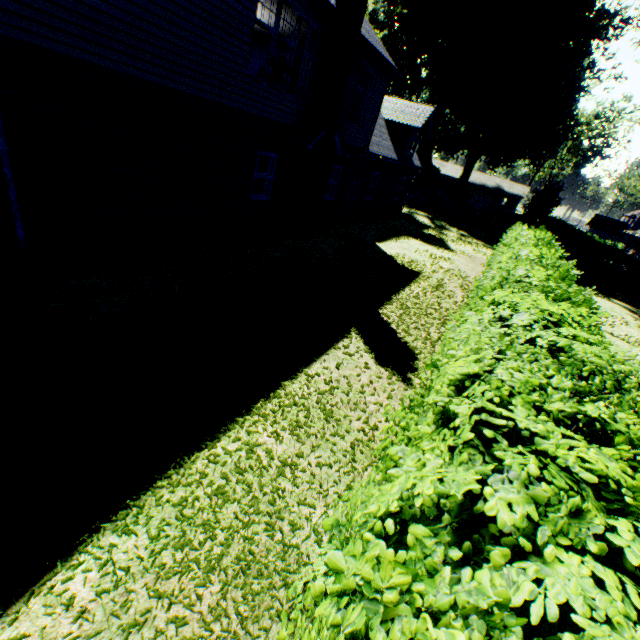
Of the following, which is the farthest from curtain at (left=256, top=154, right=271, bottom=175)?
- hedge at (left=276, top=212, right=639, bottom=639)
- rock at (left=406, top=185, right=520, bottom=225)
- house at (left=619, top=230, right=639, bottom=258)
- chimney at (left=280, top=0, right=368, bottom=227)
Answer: house at (left=619, top=230, right=639, bottom=258)

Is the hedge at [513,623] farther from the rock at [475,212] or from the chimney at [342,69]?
the rock at [475,212]

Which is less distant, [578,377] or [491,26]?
[578,377]

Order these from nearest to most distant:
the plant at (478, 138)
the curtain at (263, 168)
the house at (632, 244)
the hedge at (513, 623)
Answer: the hedge at (513, 623)
the curtain at (263, 168)
the plant at (478, 138)
the house at (632, 244)

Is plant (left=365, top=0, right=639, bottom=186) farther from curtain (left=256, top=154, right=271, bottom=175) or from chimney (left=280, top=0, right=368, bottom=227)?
curtain (left=256, top=154, right=271, bottom=175)

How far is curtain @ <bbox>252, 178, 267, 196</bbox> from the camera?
11.41m

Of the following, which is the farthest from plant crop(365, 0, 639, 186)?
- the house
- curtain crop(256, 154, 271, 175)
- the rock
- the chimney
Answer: curtain crop(256, 154, 271, 175)

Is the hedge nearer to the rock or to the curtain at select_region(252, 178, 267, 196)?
the curtain at select_region(252, 178, 267, 196)
